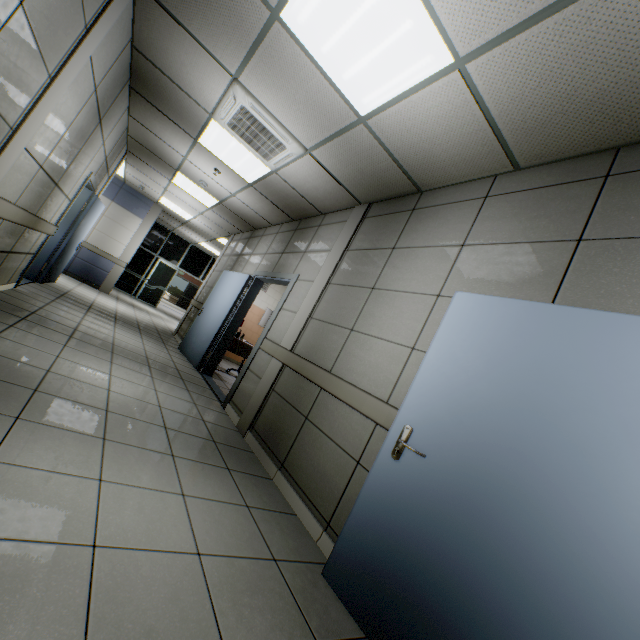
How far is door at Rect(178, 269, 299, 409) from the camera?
4.7m

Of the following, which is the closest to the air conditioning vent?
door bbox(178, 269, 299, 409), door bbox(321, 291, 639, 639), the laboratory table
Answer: door bbox(178, 269, 299, 409)

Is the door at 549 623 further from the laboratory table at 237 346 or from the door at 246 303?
the laboratory table at 237 346

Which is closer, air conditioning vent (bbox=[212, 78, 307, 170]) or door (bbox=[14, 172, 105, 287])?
air conditioning vent (bbox=[212, 78, 307, 170])

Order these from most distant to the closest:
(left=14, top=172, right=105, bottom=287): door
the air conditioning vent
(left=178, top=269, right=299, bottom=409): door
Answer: (left=14, top=172, right=105, bottom=287): door
(left=178, top=269, right=299, bottom=409): door
the air conditioning vent

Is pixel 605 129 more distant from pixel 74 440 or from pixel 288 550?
pixel 74 440

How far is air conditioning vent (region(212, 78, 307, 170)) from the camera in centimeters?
339cm

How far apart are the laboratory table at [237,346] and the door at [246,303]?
0.1m
